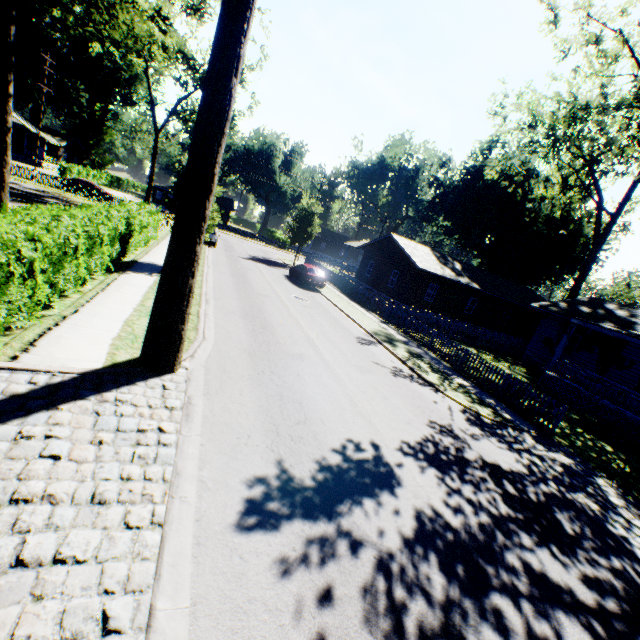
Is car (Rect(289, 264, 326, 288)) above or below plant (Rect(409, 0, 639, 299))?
below

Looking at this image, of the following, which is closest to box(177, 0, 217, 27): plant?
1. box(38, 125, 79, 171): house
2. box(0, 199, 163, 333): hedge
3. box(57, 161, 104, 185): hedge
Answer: box(0, 199, 163, 333): hedge

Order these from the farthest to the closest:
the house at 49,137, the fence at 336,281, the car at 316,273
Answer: the house at 49,137 < the car at 316,273 < the fence at 336,281

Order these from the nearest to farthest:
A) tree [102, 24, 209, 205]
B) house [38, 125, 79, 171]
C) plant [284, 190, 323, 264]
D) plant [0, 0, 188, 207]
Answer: plant [0, 0, 188, 207]
tree [102, 24, 209, 205]
plant [284, 190, 323, 264]
house [38, 125, 79, 171]

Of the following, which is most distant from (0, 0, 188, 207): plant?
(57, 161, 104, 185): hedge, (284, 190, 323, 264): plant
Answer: (57, 161, 104, 185): hedge

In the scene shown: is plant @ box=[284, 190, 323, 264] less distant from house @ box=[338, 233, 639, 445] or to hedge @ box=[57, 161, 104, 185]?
house @ box=[338, 233, 639, 445]

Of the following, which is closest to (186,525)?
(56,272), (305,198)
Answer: (56,272)

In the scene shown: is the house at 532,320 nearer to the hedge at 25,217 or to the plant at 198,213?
the plant at 198,213
